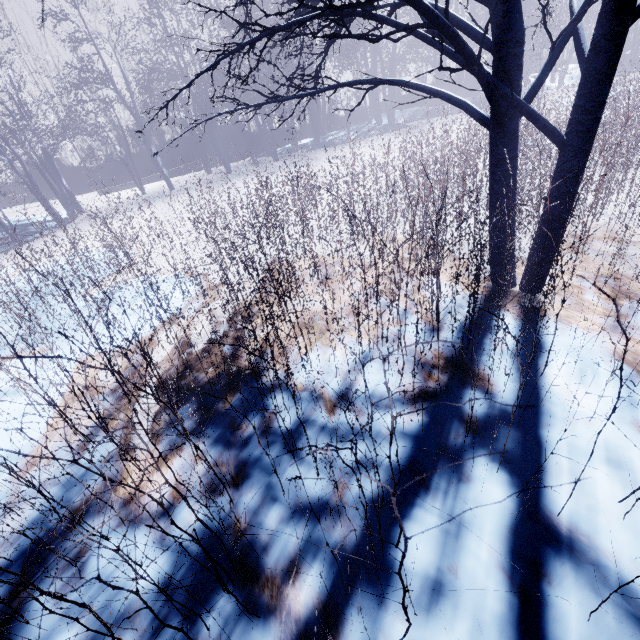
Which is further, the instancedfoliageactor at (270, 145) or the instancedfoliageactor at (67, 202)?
the instancedfoliageactor at (270, 145)

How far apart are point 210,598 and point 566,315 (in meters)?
3.17

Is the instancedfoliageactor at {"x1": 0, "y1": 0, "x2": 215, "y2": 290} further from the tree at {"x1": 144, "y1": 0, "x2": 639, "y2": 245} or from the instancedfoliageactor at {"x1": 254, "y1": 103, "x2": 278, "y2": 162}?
the tree at {"x1": 144, "y1": 0, "x2": 639, "y2": 245}

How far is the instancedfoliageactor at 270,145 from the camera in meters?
12.2 m

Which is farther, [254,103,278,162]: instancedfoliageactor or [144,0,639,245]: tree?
[254,103,278,162]: instancedfoliageactor

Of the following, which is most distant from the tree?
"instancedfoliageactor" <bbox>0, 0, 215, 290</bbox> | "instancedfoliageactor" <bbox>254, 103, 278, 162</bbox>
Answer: "instancedfoliageactor" <bbox>254, 103, 278, 162</bbox>
